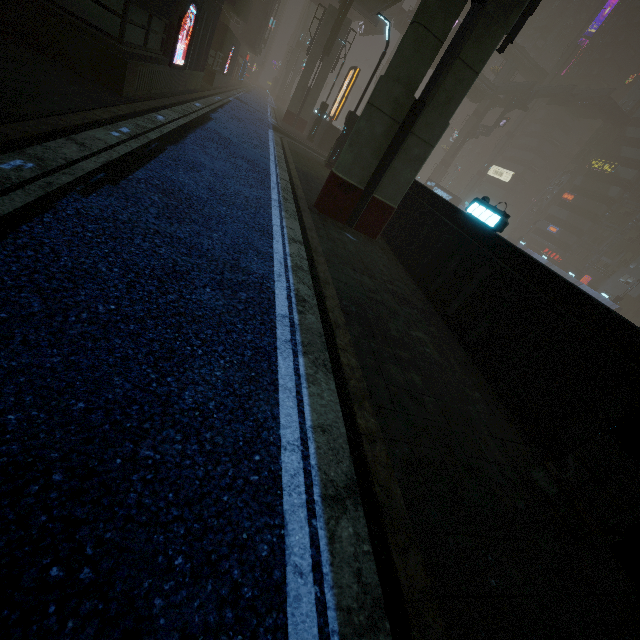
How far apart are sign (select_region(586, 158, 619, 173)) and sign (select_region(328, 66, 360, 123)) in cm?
5485

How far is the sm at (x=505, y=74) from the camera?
53.6 meters

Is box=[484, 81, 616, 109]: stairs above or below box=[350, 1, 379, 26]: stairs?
above

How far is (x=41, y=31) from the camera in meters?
7.4

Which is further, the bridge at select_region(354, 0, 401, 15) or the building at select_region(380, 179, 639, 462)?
the bridge at select_region(354, 0, 401, 15)

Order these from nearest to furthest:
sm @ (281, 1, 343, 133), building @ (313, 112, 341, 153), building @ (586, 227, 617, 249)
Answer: building @ (313, 112, 341, 153)
sm @ (281, 1, 343, 133)
building @ (586, 227, 617, 249)

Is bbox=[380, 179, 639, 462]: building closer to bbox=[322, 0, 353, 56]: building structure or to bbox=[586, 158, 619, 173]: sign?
bbox=[586, 158, 619, 173]: sign

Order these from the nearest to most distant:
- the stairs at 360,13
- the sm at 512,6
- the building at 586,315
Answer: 1. the building at 586,315
2. the sm at 512,6
3. the stairs at 360,13
